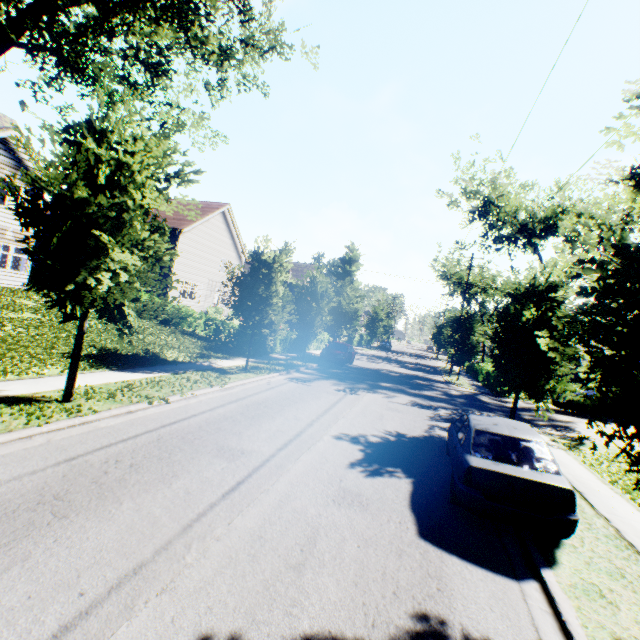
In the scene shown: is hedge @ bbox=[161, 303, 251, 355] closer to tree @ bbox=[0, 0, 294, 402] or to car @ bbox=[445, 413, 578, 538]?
tree @ bbox=[0, 0, 294, 402]

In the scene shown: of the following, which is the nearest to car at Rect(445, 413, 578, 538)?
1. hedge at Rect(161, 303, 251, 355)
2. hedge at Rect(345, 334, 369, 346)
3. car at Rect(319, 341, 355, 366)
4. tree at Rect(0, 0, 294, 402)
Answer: tree at Rect(0, 0, 294, 402)

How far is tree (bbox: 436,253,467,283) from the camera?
39.67m

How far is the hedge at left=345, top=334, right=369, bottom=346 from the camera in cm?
4672

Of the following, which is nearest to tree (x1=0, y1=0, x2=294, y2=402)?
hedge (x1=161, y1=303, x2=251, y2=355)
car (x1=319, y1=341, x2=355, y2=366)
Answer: hedge (x1=161, y1=303, x2=251, y2=355)

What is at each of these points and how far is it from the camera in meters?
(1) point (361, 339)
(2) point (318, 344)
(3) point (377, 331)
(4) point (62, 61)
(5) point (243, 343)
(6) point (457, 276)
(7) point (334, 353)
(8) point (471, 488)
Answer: (1) hedge, 52.1 m
(2) hedge, 31.3 m
(3) tree, 46.2 m
(4) tree, 15.3 m
(5) hedge, 20.2 m
(6) tree, 41.4 m
(7) car, 23.5 m
(8) car, 5.8 m

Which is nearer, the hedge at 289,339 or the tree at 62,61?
the tree at 62,61

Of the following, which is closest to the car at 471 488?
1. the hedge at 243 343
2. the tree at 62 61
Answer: the tree at 62 61
